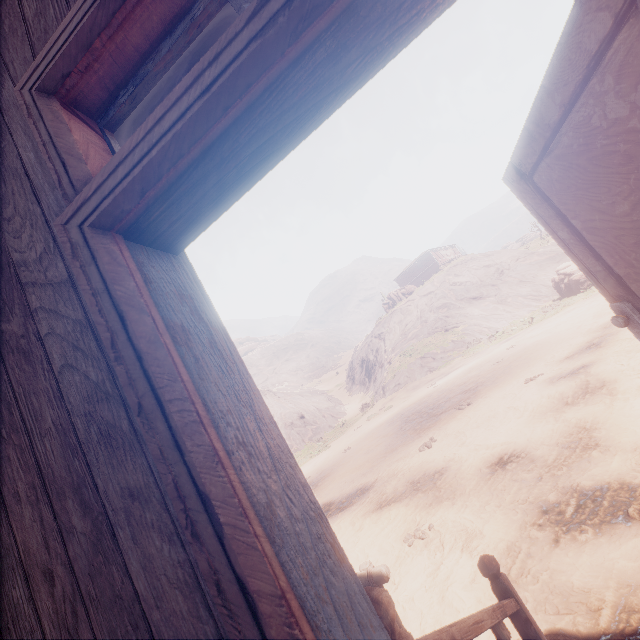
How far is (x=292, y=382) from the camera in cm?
5859

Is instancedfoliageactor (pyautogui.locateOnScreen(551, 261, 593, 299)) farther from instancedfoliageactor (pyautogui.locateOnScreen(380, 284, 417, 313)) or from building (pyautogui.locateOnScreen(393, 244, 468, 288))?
instancedfoliageactor (pyautogui.locateOnScreen(380, 284, 417, 313))

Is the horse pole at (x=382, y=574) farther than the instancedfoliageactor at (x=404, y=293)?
No

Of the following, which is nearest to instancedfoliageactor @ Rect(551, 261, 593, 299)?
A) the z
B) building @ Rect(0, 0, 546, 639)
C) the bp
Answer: the z

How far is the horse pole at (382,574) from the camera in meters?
3.1 m

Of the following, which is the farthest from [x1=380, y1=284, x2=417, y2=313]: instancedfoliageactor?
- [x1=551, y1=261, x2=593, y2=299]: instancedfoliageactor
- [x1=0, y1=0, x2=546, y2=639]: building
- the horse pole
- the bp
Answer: the bp

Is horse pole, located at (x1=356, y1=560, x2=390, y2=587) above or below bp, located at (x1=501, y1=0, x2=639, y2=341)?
below

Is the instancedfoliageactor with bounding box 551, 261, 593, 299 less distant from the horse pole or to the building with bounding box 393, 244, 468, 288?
the building with bounding box 393, 244, 468, 288
